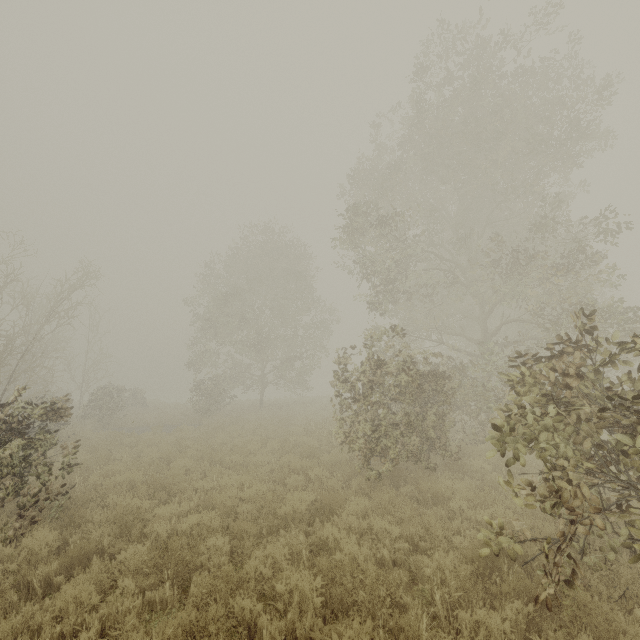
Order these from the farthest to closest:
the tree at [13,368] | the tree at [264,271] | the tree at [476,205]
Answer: the tree at [264,271] < the tree at [13,368] < the tree at [476,205]

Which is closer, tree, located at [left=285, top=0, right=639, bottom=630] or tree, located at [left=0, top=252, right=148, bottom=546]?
tree, located at [left=285, top=0, right=639, bottom=630]

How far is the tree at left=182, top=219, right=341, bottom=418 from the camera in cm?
2319

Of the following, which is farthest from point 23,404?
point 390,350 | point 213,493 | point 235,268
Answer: point 235,268

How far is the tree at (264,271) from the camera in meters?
23.2

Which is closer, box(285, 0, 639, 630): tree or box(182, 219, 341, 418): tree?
box(285, 0, 639, 630): tree

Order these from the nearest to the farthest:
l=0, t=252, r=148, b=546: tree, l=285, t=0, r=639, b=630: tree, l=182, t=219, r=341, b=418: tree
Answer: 1. l=285, t=0, r=639, b=630: tree
2. l=0, t=252, r=148, b=546: tree
3. l=182, t=219, r=341, b=418: tree
